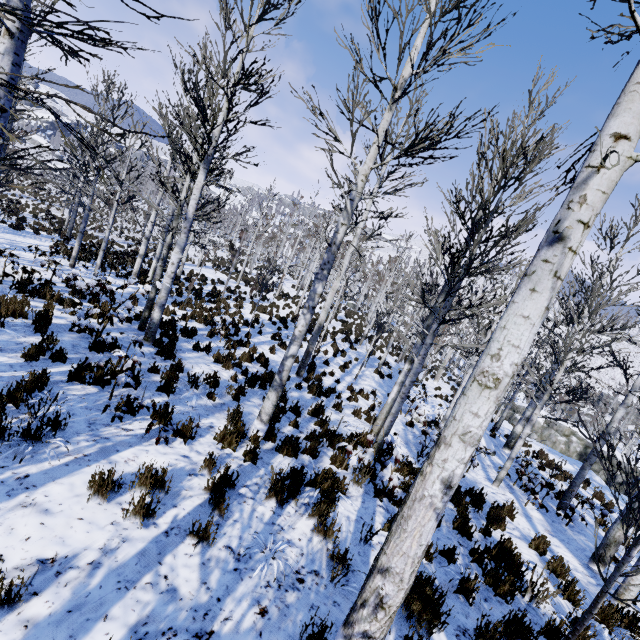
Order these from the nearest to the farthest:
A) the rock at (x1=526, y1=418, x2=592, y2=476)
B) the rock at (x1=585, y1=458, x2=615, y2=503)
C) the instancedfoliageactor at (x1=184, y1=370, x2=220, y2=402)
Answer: the instancedfoliageactor at (x1=184, y1=370, x2=220, y2=402), the rock at (x1=585, y1=458, x2=615, y2=503), the rock at (x1=526, y1=418, x2=592, y2=476)

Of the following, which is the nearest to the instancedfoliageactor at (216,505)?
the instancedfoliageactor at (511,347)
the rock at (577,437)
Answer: the rock at (577,437)

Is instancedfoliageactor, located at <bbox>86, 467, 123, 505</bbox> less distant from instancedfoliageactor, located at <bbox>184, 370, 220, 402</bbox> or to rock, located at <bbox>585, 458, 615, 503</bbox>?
rock, located at <bbox>585, 458, 615, 503</bbox>

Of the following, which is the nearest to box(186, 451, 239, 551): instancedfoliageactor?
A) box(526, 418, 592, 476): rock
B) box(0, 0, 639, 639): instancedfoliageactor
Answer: box(526, 418, 592, 476): rock

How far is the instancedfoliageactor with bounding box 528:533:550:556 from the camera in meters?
6.2

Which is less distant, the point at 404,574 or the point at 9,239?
the point at 404,574

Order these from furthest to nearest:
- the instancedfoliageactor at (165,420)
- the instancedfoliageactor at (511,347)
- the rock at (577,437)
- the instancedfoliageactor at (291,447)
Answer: the rock at (577,437) < the instancedfoliageactor at (291,447) < the instancedfoliageactor at (165,420) < the instancedfoliageactor at (511,347)

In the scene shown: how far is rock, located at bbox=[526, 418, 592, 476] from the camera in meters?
18.2 m
